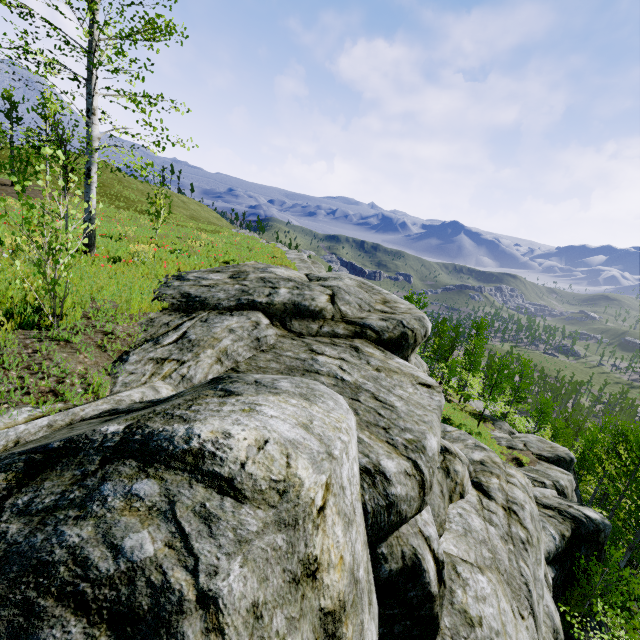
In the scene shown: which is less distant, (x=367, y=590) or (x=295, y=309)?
(x=367, y=590)

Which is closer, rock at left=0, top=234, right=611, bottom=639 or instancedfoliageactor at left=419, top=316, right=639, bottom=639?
rock at left=0, top=234, right=611, bottom=639

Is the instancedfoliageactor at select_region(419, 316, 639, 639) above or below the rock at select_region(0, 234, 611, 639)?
below

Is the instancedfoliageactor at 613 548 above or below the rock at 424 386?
below

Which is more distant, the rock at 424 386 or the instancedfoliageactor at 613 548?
the instancedfoliageactor at 613 548
